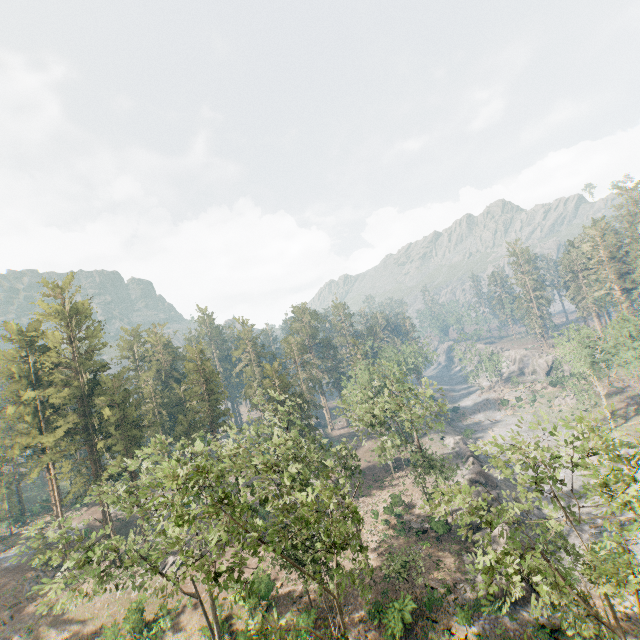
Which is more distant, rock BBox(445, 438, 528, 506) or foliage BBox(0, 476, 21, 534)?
foliage BBox(0, 476, 21, 534)

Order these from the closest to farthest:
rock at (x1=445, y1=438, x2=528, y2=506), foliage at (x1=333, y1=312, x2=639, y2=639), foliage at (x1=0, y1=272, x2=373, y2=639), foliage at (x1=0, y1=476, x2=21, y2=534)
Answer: foliage at (x1=333, y1=312, x2=639, y2=639)
foliage at (x1=0, y1=272, x2=373, y2=639)
rock at (x1=445, y1=438, x2=528, y2=506)
foliage at (x1=0, y1=476, x2=21, y2=534)

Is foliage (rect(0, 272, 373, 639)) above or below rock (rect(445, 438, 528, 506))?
above

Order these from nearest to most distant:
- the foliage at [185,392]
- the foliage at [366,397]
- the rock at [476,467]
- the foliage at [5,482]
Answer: the foliage at [366,397]
the foliage at [185,392]
the rock at [476,467]
the foliage at [5,482]

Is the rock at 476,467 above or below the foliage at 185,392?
below

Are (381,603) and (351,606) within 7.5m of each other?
yes

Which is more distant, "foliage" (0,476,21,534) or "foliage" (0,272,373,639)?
"foliage" (0,476,21,534)
